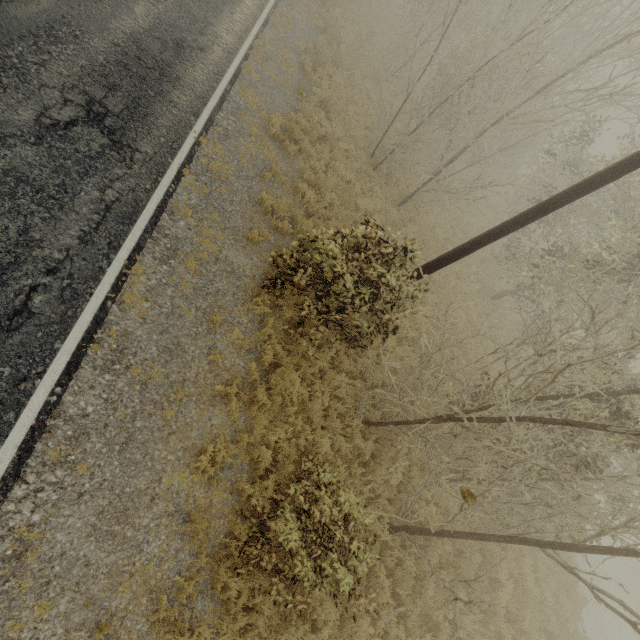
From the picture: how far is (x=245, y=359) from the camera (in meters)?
7.16
